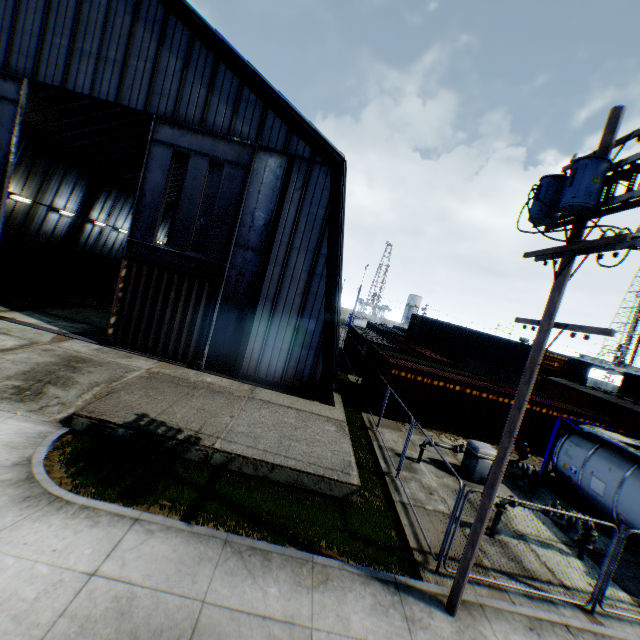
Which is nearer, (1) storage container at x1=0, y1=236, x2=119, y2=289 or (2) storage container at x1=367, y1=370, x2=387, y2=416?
(2) storage container at x1=367, y1=370, x2=387, y2=416

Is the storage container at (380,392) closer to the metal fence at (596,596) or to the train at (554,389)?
the metal fence at (596,596)

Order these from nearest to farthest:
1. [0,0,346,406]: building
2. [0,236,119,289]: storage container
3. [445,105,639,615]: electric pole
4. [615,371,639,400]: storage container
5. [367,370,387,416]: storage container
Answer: [445,105,639,615]: electric pole, [0,0,346,406]: building, [367,370,387,416]: storage container, [0,236,119,289]: storage container, [615,371,639,400]: storage container

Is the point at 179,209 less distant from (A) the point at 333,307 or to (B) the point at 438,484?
(A) the point at 333,307

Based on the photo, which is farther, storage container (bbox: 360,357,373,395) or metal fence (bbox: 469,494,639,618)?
storage container (bbox: 360,357,373,395)

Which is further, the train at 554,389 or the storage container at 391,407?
the train at 554,389

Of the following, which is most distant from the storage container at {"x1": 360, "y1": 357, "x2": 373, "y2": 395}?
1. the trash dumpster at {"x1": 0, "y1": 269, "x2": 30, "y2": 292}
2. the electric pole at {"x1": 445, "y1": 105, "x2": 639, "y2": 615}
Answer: the trash dumpster at {"x1": 0, "y1": 269, "x2": 30, "y2": 292}

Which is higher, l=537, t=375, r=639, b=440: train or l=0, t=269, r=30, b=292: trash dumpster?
l=537, t=375, r=639, b=440: train
